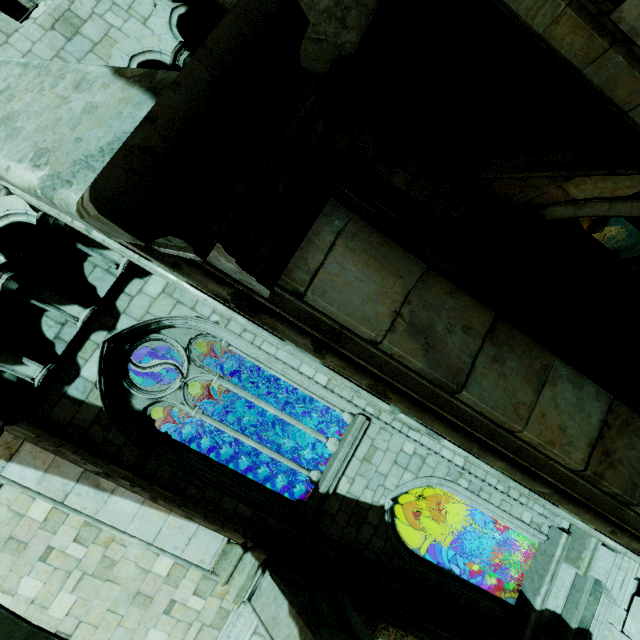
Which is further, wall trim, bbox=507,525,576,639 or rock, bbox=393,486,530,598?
rock, bbox=393,486,530,598

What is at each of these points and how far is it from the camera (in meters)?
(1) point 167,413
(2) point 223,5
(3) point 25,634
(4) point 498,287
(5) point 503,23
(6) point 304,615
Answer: (1) building, 7.14
(2) rock, 5.31
(3) buttress, 2.84
(4) archway, 7.97
(5) rock, 6.20
(6) buttress, 5.25

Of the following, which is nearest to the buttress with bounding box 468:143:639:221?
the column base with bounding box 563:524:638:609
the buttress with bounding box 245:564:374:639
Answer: the column base with bounding box 563:524:638:609

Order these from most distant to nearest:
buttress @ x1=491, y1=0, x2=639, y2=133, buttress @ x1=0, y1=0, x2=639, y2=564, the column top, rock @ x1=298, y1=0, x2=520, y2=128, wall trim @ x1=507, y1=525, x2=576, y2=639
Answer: wall trim @ x1=507, y1=525, x2=576, y2=639 → the column top → rock @ x1=298, y1=0, x2=520, y2=128 → buttress @ x1=491, y1=0, x2=639, y2=133 → buttress @ x1=0, y1=0, x2=639, y2=564

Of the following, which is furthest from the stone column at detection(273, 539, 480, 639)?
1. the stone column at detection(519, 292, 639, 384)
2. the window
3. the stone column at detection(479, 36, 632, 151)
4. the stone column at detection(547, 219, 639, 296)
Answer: the stone column at detection(479, 36, 632, 151)

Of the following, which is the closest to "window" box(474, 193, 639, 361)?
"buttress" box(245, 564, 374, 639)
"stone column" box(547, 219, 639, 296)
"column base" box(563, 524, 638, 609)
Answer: "stone column" box(547, 219, 639, 296)

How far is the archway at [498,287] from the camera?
7.9m

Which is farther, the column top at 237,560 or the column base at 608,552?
the column base at 608,552
